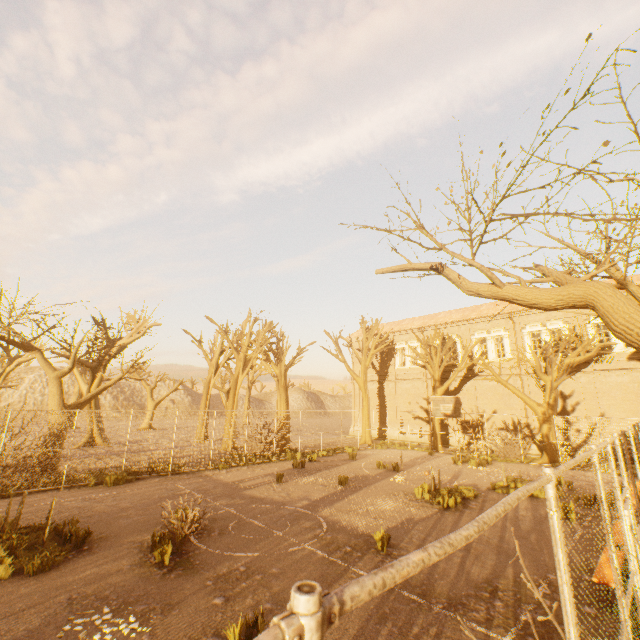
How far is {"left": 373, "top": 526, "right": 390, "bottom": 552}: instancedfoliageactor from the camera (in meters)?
7.60

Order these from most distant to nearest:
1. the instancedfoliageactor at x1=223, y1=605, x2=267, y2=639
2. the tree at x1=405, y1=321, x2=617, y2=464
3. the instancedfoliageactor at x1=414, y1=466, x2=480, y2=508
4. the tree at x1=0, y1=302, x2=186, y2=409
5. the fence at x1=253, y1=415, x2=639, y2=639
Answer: the tree at x1=405, y1=321, x2=617, y2=464, the tree at x1=0, y1=302, x2=186, y2=409, the instancedfoliageactor at x1=414, y1=466, x2=480, y2=508, the instancedfoliageactor at x1=223, y1=605, x2=267, y2=639, the fence at x1=253, y1=415, x2=639, y2=639

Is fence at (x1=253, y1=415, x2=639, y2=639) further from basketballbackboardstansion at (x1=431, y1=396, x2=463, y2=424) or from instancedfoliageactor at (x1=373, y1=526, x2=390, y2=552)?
instancedfoliageactor at (x1=373, y1=526, x2=390, y2=552)

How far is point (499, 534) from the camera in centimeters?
878cm

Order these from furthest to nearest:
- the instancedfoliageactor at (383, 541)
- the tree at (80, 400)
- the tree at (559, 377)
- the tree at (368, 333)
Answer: the tree at (368, 333)
the tree at (559, 377)
the tree at (80, 400)
the instancedfoliageactor at (383, 541)

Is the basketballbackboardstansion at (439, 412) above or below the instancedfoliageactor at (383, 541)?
above

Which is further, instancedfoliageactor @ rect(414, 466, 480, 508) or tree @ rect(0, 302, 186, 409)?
tree @ rect(0, 302, 186, 409)

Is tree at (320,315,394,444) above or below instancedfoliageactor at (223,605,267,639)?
above
